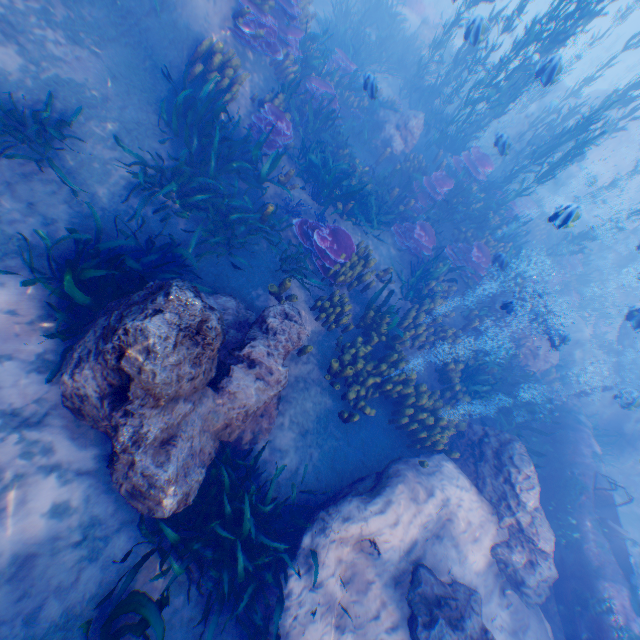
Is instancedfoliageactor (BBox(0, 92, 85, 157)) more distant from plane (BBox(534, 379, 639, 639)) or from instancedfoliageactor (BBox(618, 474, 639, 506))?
plane (BBox(534, 379, 639, 639))

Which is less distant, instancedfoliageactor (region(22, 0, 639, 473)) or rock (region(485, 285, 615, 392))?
instancedfoliageactor (region(22, 0, 639, 473))

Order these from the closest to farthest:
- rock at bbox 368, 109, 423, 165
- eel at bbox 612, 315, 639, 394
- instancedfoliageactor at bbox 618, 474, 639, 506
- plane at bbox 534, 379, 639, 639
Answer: plane at bbox 534, 379, 639, 639 < eel at bbox 612, 315, 639, 394 < instancedfoliageactor at bbox 618, 474, 639, 506 < rock at bbox 368, 109, 423, 165

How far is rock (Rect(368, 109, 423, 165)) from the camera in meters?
11.2

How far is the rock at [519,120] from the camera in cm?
880

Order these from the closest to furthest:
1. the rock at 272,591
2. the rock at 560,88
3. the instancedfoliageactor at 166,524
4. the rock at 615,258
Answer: the instancedfoliageactor at 166,524 < the rock at 272,591 < the rock at 560,88 < the rock at 615,258

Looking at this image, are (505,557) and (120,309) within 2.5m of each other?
no

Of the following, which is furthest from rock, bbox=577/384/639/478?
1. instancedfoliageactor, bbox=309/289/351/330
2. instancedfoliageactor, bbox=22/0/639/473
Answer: instancedfoliageactor, bbox=309/289/351/330
